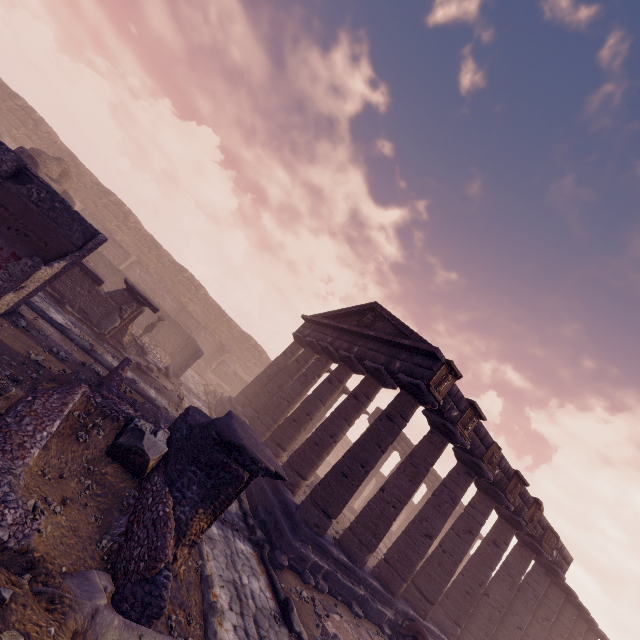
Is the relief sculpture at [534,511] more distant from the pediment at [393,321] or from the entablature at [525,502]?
the pediment at [393,321]

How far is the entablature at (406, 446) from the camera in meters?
24.0

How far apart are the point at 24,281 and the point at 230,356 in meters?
25.1 m

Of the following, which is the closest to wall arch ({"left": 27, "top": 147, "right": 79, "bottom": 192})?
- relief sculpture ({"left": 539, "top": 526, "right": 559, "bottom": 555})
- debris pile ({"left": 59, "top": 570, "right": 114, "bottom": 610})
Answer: debris pile ({"left": 59, "top": 570, "right": 114, "bottom": 610})

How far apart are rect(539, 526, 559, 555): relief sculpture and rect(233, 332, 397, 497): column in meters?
10.7 m

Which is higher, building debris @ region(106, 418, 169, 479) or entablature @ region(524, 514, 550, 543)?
entablature @ region(524, 514, 550, 543)

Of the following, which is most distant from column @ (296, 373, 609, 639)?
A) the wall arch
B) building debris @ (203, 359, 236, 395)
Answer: the wall arch

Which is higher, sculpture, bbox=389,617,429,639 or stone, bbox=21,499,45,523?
sculpture, bbox=389,617,429,639
